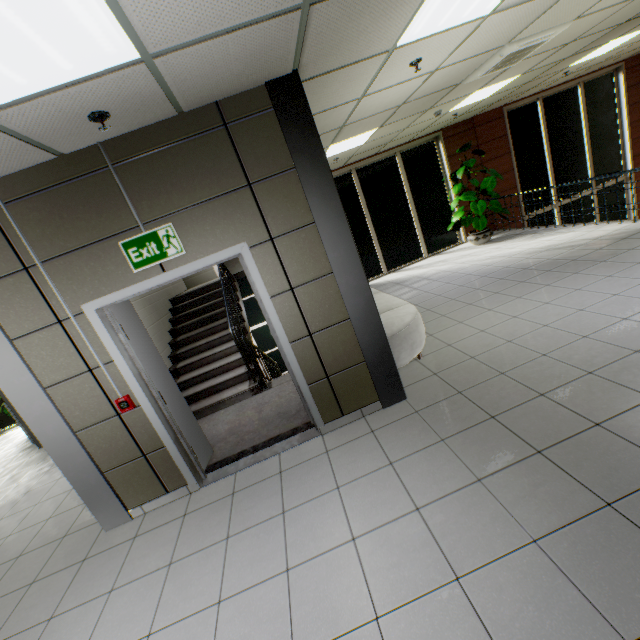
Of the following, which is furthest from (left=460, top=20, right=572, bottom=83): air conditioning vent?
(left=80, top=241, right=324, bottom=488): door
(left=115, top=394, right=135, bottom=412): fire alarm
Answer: (left=115, top=394, right=135, bottom=412): fire alarm

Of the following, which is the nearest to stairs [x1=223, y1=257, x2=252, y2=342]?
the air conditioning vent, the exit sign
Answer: the exit sign

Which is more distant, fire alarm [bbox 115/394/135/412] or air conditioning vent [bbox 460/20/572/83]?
air conditioning vent [bbox 460/20/572/83]

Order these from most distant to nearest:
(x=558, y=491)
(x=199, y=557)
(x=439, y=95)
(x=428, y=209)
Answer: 1. (x=428, y=209)
2. (x=439, y=95)
3. (x=199, y=557)
4. (x=558, y=491)

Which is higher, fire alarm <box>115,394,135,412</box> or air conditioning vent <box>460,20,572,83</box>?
air conditioning vent <box>460,20,572,83</box>

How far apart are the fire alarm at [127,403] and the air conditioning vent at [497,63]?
6.0m

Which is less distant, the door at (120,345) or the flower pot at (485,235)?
the door at (120,345)

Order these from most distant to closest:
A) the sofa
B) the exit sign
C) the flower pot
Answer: the flower pot
the sofa
the exit sign
